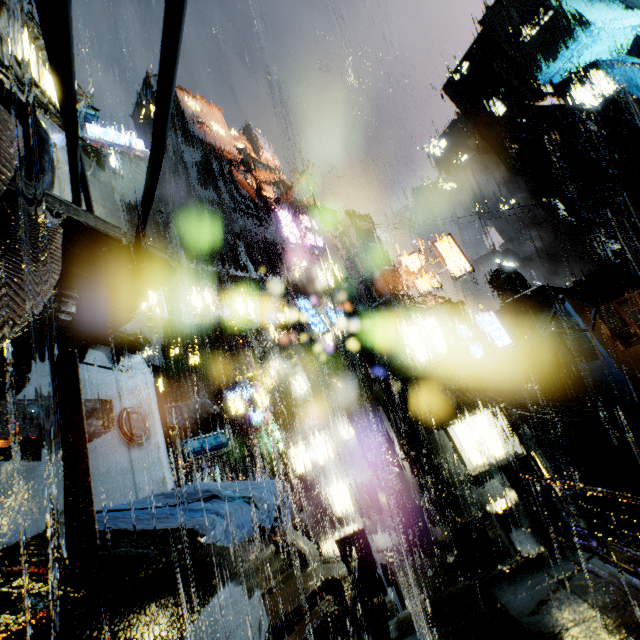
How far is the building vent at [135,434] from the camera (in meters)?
7.88

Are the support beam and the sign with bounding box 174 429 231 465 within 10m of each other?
yes

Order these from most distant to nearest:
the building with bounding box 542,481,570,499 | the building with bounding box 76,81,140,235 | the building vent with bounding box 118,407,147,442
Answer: the building with bounding box 542,481,570,499 → the building with bounding box 76,81,140,235 → the building vent with bounding box 118,407,147,442

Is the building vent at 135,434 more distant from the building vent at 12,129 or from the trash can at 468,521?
the trash can at 468,521

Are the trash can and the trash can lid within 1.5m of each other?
yes

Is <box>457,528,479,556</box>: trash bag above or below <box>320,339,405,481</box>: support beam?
below

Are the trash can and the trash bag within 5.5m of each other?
yes

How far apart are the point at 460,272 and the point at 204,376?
37.91m
